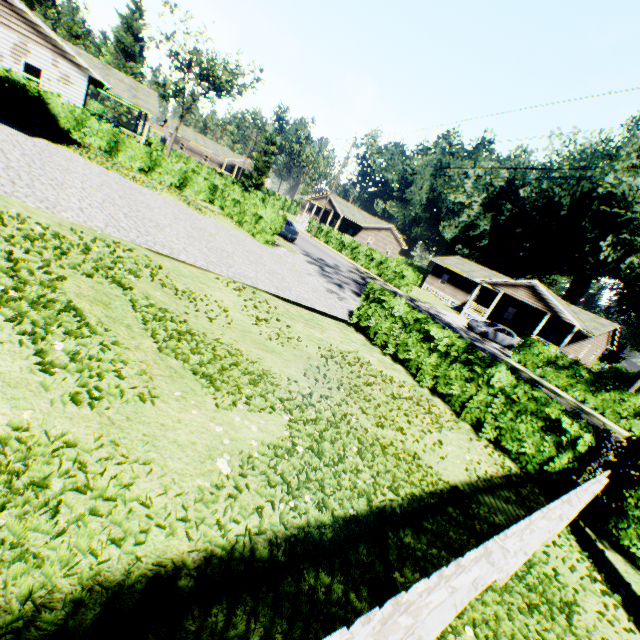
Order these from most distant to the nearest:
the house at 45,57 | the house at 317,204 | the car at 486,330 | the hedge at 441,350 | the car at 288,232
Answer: the house at 317,204, the car at 486,330, the car at 288,232, the house at 45,57, the hedge at 441,350

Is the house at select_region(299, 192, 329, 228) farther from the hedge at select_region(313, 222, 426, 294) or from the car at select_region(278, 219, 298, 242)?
the car at select_region(278, 219, 298, 242)

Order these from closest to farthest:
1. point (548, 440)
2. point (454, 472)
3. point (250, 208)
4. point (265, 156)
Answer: point (454, 472), point (548, 440), point (250, 208), point (265, 156)

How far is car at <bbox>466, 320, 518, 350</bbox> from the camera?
27.6m

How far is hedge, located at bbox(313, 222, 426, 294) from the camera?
32.0 meters

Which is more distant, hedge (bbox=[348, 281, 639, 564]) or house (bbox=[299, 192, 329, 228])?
house (bbox=[299, 192, 329, 228])

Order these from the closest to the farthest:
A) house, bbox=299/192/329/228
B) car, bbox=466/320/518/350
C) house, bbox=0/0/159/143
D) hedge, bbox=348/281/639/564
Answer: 1. hedge, bbox=348/281/639/564
2. house, bbox=0/0/159/143
3. car, bbox=466/320/518/350
4. house, bbox=299/192/329/228

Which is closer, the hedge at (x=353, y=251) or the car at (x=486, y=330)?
the car at (x=486, y=330)
